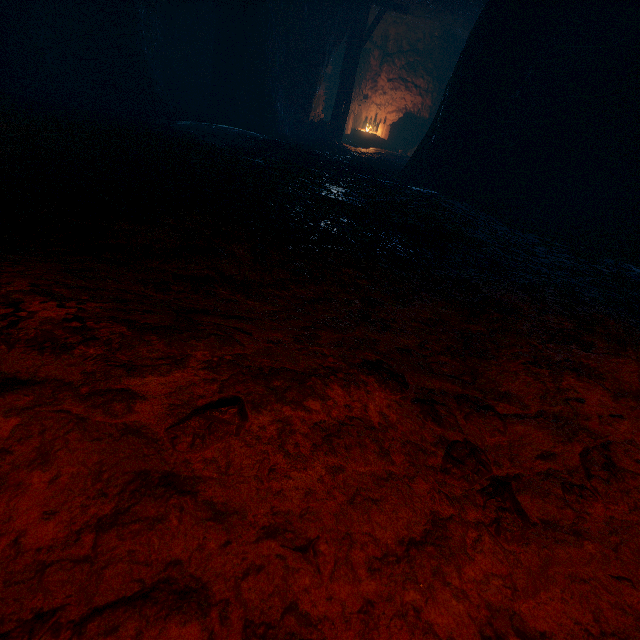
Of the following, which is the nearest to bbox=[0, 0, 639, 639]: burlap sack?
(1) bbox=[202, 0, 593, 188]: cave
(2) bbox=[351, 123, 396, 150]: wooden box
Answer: (1) bbox=[202, 0, 593, 188]: cave

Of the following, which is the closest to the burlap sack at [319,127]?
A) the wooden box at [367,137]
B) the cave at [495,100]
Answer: the cave at [495,100]

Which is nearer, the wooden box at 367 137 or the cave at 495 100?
the cave at 495 100

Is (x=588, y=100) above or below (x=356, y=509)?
above

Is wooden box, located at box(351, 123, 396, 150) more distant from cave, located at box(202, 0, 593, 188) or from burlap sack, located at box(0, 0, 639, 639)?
burlap sack, located at box(0, 0, 639, 639)
